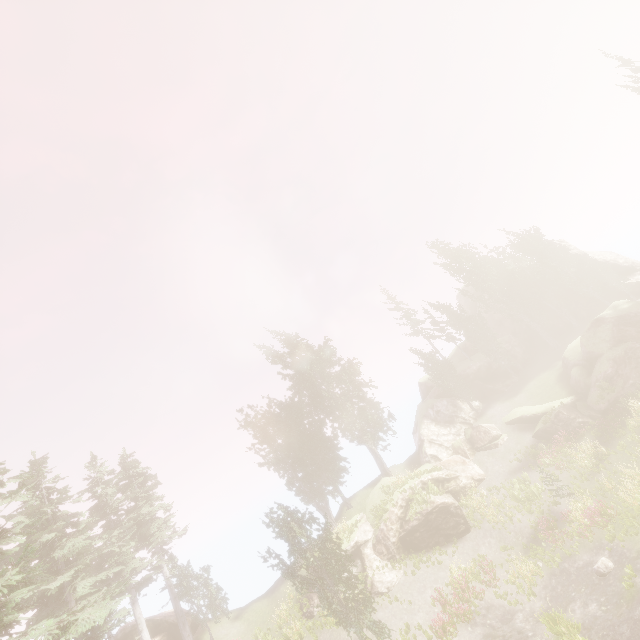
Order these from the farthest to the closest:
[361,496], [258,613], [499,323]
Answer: [499,323]
[361,496]
[258,613]

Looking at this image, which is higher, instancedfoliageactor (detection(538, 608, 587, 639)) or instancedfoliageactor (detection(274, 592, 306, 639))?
instancedfoliageactor (detection(274, 592, 306, 639))

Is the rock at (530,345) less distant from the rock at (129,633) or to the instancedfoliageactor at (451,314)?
the instancedfoliageactor at (451,314)

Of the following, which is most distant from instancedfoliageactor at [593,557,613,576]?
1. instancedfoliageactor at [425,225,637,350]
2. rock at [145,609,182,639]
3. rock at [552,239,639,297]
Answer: rock at [145,609,182,639]

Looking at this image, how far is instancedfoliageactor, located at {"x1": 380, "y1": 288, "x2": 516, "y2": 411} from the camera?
37.6m

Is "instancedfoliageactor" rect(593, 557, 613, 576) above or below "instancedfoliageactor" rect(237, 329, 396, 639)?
below

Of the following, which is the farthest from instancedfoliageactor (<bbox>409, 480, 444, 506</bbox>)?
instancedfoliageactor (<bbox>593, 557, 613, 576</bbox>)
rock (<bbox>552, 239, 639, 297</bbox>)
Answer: instancedfoliageactor (<bbox>593, 557, 613, 576</bbox>)

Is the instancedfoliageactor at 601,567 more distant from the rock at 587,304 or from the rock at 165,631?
the rock at 165,631
